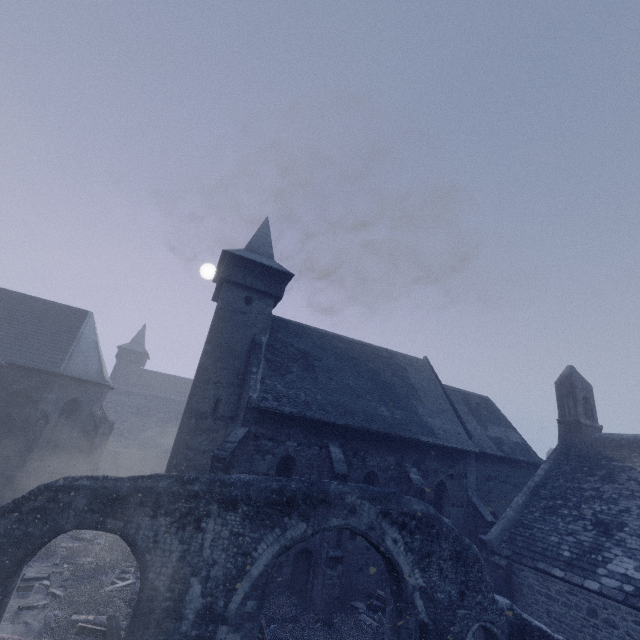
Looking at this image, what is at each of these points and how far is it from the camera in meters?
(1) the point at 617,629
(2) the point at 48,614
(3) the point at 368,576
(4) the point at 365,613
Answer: (1) building, 10.6 m
(2) instancedfoliageactor, 9.2 m
(3) building, 14.1 m
(4) instancedfoliageactor, 12.8 m

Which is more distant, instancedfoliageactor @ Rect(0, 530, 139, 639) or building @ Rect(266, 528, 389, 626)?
building @ Rect(266, 528, 389, 626)

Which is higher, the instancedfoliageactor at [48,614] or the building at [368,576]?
the building at [368,576]

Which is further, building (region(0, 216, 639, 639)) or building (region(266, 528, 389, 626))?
building (region(0, 216, 639, 639))

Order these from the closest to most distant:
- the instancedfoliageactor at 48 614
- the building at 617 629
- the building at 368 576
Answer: the instancedfoliageactor at 48 614
the building at 368 576
the building at 617 629

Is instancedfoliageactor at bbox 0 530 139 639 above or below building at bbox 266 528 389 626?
below

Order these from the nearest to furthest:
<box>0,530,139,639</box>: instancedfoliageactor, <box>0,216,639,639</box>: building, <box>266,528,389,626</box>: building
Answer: <box>0,530,139,639</box>: instancedfoliageactor, <box>266,528,389,626</box>: building, <box>0,216,639,639</box>: building
